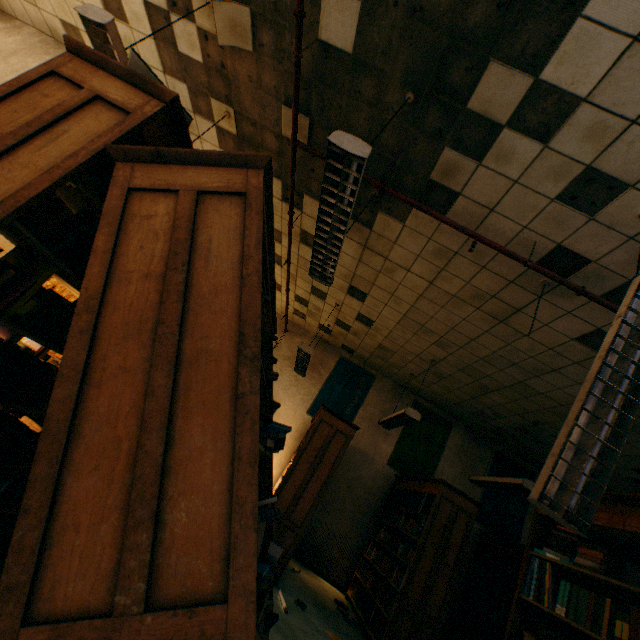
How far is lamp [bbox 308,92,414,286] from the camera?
1.94m

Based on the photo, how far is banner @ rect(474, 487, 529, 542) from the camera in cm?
648

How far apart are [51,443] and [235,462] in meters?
0.5 m

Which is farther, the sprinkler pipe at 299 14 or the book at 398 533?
the book at 398 533

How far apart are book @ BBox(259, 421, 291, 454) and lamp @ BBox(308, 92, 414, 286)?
1.5m

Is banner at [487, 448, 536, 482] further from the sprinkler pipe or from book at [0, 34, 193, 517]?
book at [0, 34, 193, 517]

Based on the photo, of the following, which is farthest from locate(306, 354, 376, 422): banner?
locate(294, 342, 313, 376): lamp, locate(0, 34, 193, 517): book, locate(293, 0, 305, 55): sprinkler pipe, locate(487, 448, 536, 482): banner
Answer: locate(0, 34, 193, 517): book

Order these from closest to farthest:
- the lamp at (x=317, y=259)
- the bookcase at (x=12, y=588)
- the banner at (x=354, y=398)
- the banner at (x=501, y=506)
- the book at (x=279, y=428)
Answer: the bookcase at (x=12, y=588), the book at (x=279, y=428), the lamp at (x=317, y=259), the banner at (x=501, y=506), the banner at (x=354, y=398)
